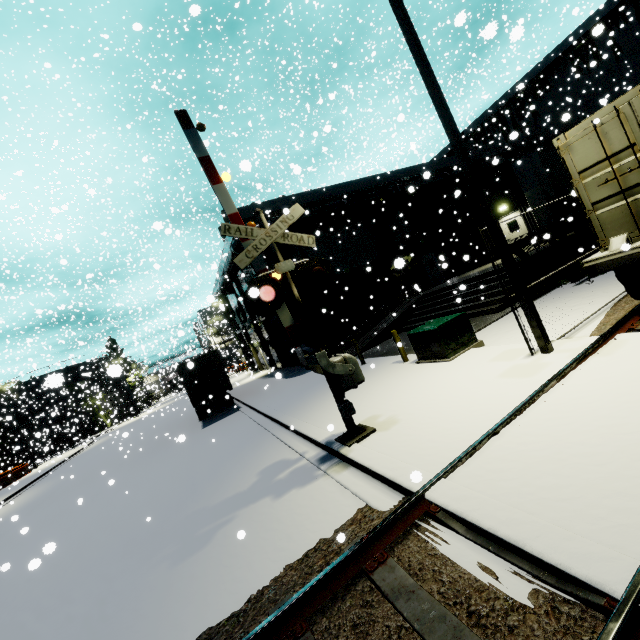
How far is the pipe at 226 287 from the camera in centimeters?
1948cm

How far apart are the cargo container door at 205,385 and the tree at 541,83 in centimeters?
3447cm

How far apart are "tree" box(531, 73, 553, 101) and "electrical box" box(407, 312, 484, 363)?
32.0 meters

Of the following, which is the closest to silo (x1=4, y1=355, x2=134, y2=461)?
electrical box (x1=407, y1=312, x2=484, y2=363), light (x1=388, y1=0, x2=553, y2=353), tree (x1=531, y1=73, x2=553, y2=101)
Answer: electrical box (x1=407, y1=312, x2=484, y2=363)

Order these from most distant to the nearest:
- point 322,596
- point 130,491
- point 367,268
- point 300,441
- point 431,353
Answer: point 367,268
point 130,491
point 431,353
point 300,441
point 322,596

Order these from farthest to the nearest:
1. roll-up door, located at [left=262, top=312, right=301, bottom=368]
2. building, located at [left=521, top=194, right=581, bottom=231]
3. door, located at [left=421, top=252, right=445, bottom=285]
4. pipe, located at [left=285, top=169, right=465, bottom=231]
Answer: door, located at [left=421, top=252, right=445, bottom=285]
roll-up door, located at [left=262, top=312, right=301, bottom=368]
pipe, located at [left=285, top=169, right=465, bottom=231]
building, located at [left=521, top=194, right=581, bottom=231]

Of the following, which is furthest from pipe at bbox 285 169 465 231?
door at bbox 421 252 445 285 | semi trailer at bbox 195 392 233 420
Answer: semi trailer at bbox 195 392 233 420

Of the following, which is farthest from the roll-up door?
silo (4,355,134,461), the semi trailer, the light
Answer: the light
